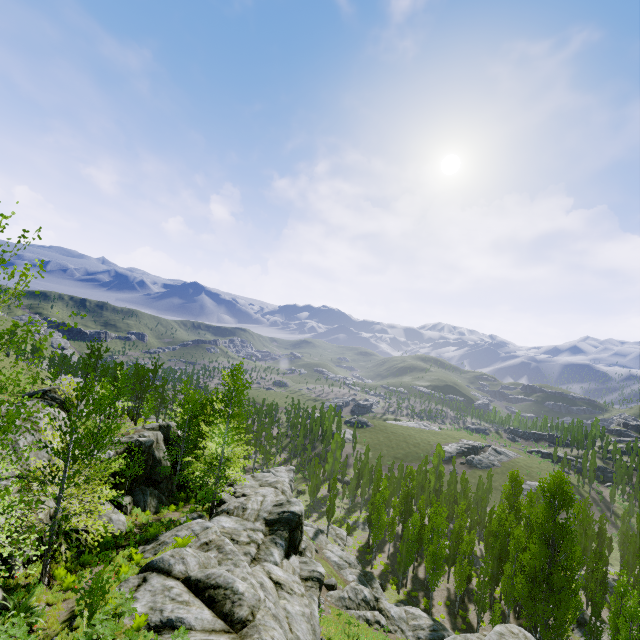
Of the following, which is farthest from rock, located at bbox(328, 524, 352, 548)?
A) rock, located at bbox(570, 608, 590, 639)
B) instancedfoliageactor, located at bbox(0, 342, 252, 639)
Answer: rock, located at bbox(570, 608, 590, 639)

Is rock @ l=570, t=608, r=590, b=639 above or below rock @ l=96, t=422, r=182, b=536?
below

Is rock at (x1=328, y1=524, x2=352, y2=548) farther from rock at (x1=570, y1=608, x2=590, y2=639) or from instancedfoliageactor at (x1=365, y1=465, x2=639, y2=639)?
rock at (x1=570, y1=608, x2=590, y2=639)

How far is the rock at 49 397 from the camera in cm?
1583

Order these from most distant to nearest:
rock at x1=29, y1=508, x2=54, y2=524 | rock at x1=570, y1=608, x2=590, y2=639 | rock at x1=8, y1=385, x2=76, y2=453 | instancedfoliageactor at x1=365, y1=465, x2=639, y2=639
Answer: rock at x1=570, y1=608, x2=590, y2=639 → instancedfoliageactor at x1=365, y1=465, x2=639, y2=639 → rock at x1=8, y1=385, x2=76, y2=453 → rock at x1=29, y1=508, x2=54, y2=524

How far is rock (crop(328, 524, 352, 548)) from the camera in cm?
4824

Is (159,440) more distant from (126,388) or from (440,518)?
(440,518)

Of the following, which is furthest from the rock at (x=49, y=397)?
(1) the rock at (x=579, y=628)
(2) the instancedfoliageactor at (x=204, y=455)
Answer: (1) the rock at (x=579, y=628)
